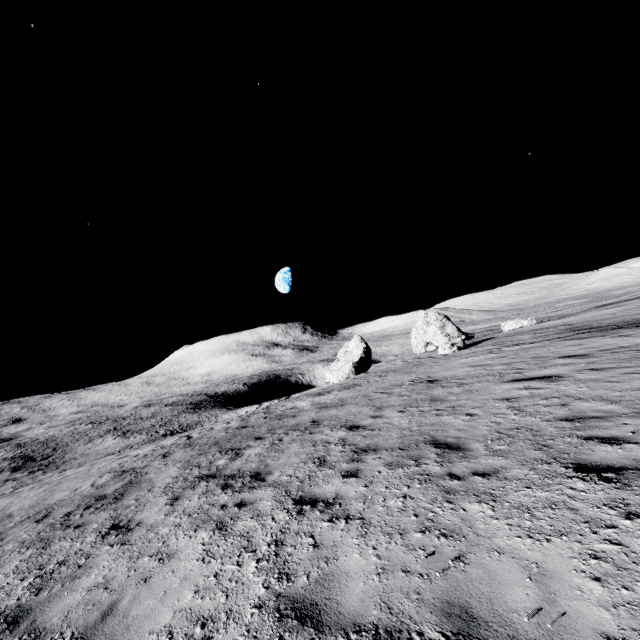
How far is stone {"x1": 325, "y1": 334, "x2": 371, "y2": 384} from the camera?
41.8 meters

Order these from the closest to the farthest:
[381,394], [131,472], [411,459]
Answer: [411,459], [131,472], [381,394]

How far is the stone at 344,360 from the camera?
41.75m
